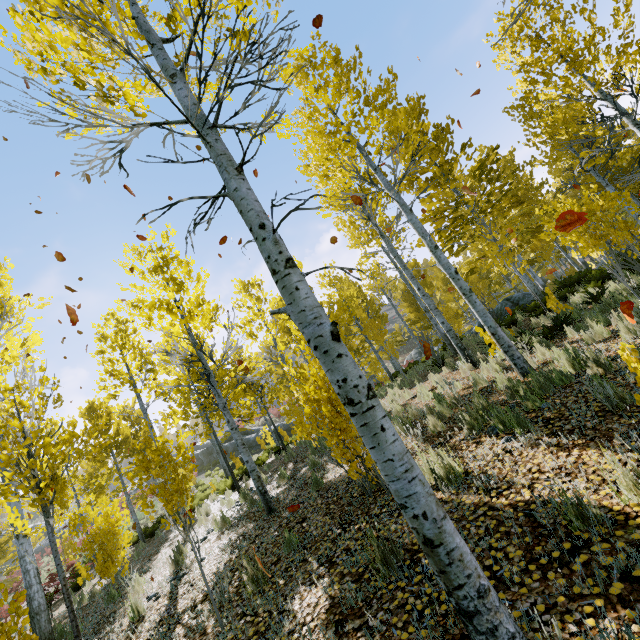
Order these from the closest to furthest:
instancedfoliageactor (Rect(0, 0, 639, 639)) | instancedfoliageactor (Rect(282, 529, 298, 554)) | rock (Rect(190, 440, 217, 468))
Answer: instancedfoliageactor (Rect(0, 0, 639, 639)) → instancedfoliageactor (Rect(282, 529, 298, 554)) → rock (Rect(190, 440, 217, 468))

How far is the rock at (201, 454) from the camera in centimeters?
3400cm

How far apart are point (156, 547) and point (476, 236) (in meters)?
22.64

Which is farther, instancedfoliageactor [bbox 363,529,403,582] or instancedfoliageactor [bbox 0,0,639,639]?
instancedfoliageactor [bbox 363,529,403,582]

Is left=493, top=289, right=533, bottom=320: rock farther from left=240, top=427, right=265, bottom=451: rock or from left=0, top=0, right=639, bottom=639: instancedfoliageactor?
left=240, top=427, right=265, bottom=451: rock

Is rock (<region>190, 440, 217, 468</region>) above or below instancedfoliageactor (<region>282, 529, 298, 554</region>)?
above

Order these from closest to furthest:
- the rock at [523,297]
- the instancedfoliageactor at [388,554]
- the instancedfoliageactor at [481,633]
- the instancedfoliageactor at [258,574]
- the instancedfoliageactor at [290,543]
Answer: → the instancedfoliageactor at [481,633] → the instancedfoliageactor at [388,554] → the instancedfoliageactor at [258,574] → the instancedfoliageactor at [290,543] → the rock at [523,297]
